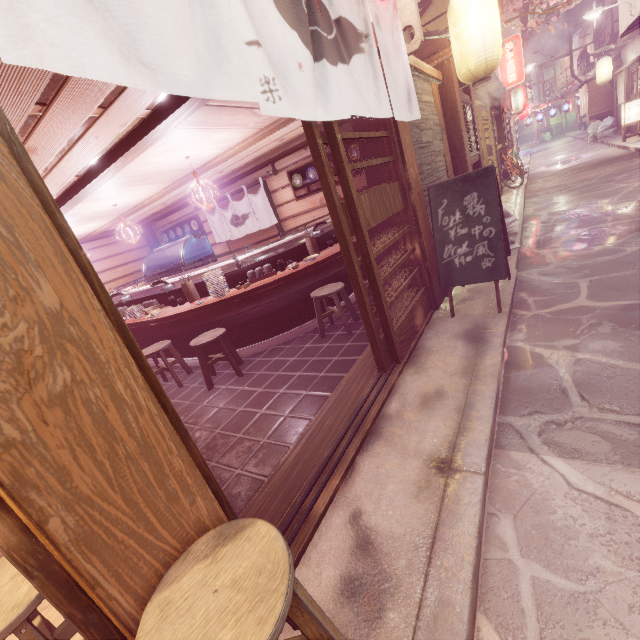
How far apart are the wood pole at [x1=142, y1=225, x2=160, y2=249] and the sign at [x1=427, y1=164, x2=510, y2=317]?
16.8 meters

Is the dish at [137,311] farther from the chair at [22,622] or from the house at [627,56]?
the house at [627,56]

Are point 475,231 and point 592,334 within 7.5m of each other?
yes

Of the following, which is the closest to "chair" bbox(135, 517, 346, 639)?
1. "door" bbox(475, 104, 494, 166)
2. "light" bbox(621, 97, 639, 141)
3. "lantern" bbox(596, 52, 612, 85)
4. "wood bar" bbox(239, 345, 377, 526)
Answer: "wood bar" bbox(239, 345, 377, 526)

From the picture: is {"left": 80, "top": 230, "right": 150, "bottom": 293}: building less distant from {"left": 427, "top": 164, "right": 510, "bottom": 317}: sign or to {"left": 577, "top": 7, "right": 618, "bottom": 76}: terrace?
{"left": 427, "top": 164, "right": 510, "bottom": 317}: sign

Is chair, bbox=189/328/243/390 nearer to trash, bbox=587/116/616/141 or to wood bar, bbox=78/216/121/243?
wood bar, bbox=78/216/121/243

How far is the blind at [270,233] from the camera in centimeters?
1412cm

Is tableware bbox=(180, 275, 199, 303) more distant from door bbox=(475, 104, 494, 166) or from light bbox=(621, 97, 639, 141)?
light bbox=(621, 97, 639, 141)
